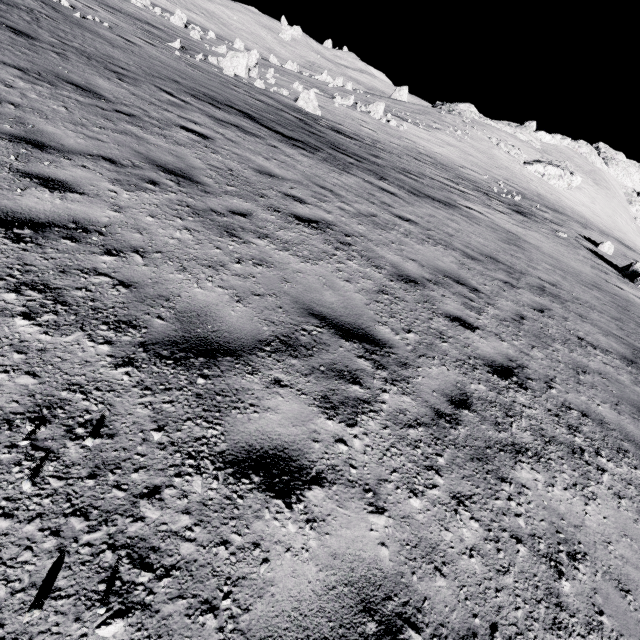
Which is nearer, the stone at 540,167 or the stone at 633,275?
the stone at 633,275

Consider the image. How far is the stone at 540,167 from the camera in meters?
50.2 m

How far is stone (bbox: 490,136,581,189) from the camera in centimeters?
5019cm

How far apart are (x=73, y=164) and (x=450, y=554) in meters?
5.9

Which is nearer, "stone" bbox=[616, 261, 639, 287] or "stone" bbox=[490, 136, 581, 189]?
"stone" bbox=[616, 261, 639, 287]

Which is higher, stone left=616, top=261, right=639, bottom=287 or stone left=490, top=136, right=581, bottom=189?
stone left=490, top=136, right=581, bottom=189
